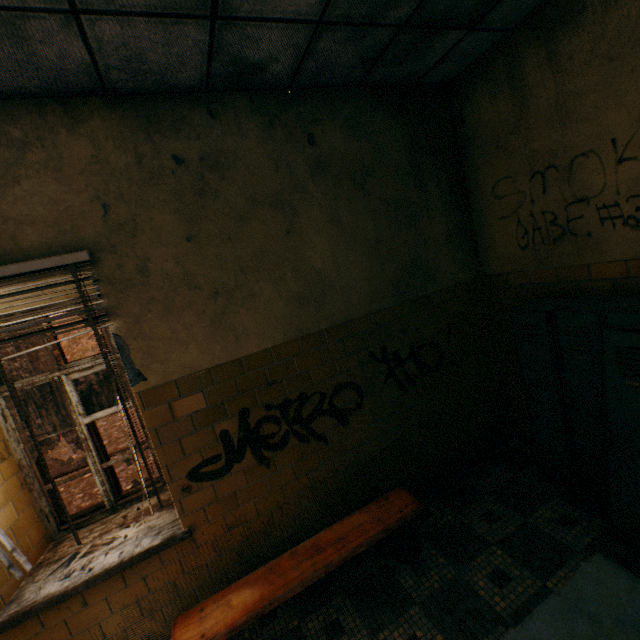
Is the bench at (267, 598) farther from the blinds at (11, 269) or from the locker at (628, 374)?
the locker at (628, 374)

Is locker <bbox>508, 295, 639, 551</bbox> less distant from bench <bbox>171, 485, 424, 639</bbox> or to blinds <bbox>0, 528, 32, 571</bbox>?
bench <bbox>171, 485, 424, 639</bbox>

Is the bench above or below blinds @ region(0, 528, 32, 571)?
below

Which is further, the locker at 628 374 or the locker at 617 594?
the locker at 628 374

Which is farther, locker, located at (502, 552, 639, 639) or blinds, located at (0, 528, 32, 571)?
blinds, located at (0, 528, 32, 571)

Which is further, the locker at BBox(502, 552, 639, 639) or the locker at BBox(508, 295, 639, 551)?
the locker at BBox(508, 295, 639, 551)

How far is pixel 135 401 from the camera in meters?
2.9 m
